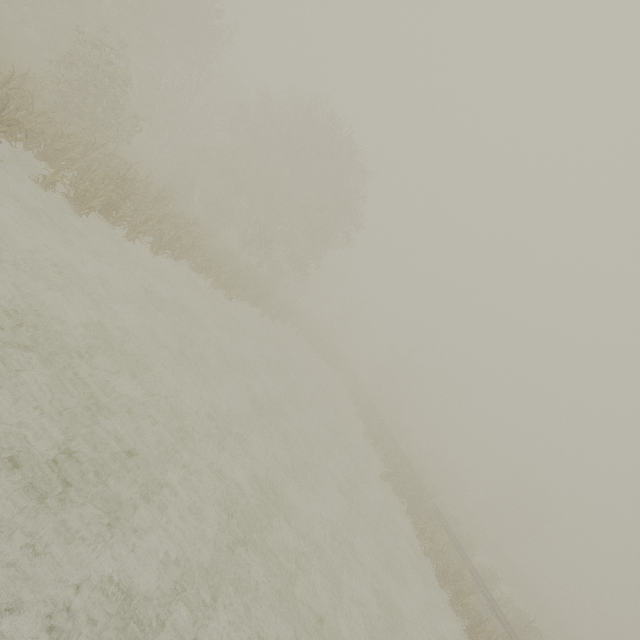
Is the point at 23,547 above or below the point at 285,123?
below
